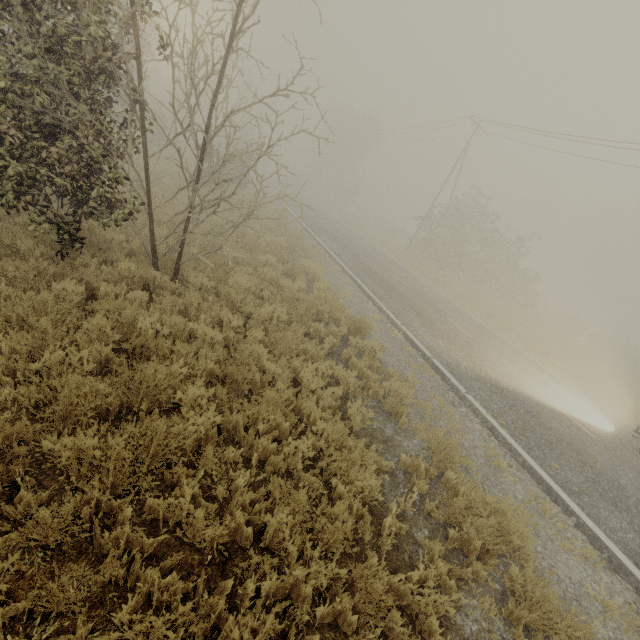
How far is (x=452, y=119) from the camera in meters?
27.8 m

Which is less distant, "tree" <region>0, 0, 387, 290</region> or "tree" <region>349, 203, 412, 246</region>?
"tree" <region>0, 0, 387, 290</region>

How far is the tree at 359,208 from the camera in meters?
39.5

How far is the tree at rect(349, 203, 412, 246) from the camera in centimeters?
3953cm

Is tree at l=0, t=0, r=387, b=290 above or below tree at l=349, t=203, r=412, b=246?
above

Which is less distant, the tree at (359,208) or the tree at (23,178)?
the tree at (23,178)
